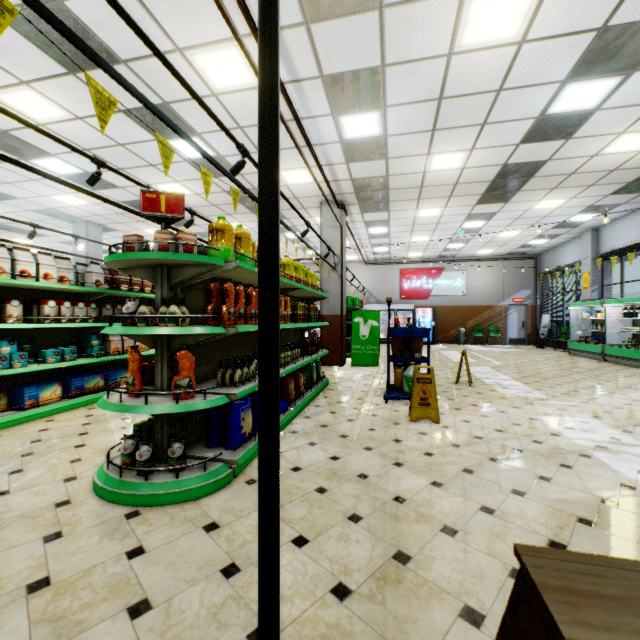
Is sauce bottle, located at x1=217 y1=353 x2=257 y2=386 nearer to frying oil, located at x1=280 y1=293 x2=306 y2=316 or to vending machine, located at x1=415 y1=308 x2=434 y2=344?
frying oil, located at x1=280 y1=293 x2=306 y2=316

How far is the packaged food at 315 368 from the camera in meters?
4.6 m

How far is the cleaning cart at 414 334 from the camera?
5.6m

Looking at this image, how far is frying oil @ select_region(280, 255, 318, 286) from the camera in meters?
5.0

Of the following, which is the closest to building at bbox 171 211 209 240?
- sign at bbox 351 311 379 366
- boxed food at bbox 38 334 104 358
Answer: sign at bbox 351 311 379 366

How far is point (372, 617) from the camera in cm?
151

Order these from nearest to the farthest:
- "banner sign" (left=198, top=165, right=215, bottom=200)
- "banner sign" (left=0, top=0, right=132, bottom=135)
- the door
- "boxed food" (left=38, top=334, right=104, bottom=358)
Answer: "banner sign" (left=0, top=0, right=132, bottom=135), "banner sign" (left=198, top=165, right=215, bottom=200), "boxed food" (left=38, top=334, right=104, bottom=358), the door

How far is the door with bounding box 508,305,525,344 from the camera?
17.73m
